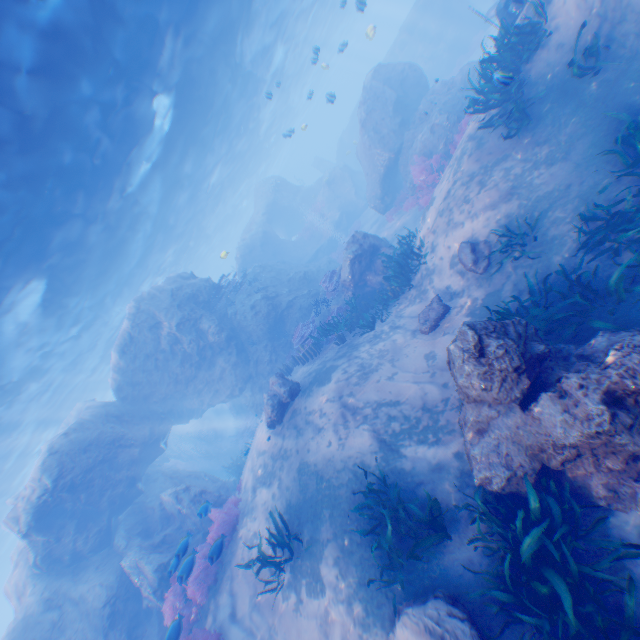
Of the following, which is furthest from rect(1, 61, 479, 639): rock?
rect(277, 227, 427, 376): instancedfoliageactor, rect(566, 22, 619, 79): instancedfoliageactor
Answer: rect(566, 22, 619, 79): instancedfoliageactor

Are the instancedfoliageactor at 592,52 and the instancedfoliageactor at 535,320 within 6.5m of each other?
yes

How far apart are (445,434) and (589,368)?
3.3m

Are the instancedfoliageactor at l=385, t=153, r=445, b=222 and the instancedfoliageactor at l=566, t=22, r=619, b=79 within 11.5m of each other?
yes

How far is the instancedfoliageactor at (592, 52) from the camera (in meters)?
6.91

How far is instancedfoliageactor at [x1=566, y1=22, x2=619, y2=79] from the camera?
6.9m

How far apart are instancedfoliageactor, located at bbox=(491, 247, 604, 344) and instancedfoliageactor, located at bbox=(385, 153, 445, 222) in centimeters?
914cm

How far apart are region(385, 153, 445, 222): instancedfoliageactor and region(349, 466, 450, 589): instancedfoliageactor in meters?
13.1 m
